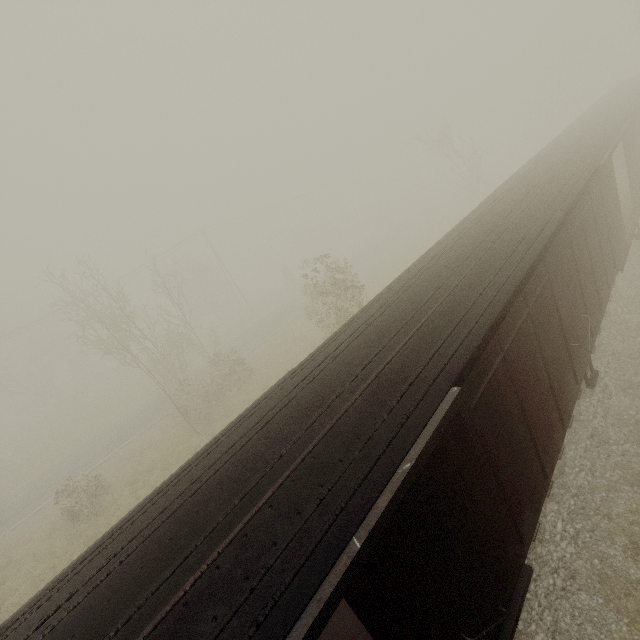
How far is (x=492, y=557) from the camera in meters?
4.4
